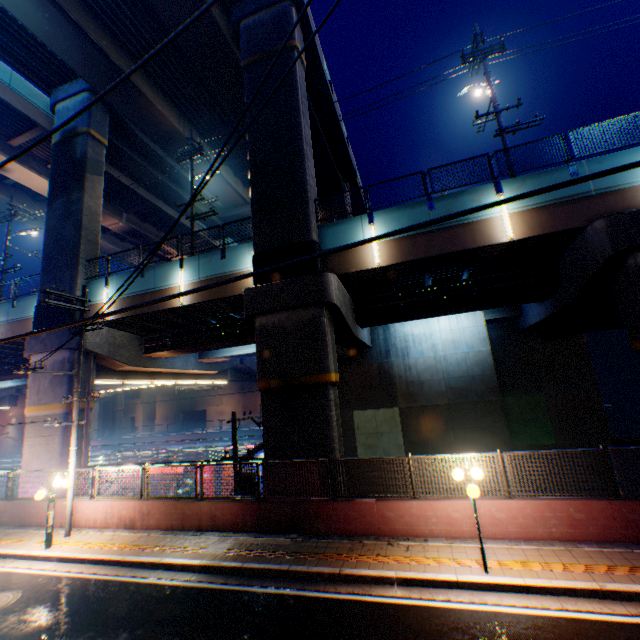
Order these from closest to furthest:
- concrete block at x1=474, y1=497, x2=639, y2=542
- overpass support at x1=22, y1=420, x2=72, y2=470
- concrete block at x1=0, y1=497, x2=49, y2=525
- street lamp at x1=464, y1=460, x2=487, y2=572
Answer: street lamp at x1=464, y1=460, x2=487, y2=572
concrete block at x1=474, y1=497, x2=639, y2=542
concrete block at x1=0, y1=497, x2=49, y2=525
overpass support at x1=22, y1=420, x2=72, y2=470

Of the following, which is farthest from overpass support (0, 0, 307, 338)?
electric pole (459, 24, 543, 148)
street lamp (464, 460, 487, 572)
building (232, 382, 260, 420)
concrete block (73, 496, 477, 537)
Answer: building (232, 382, 260, 420)

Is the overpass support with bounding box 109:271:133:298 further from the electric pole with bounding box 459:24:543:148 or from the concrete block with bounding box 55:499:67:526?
the concrete block with bounding box 55:499:67:526

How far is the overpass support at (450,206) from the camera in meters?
12.8

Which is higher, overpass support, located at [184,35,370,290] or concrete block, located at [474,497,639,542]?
overpass support, located at [184,35,370,290]

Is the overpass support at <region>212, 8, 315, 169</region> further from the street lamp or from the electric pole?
the street lamp

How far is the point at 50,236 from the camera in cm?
1923

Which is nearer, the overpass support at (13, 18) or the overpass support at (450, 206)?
the overpass support at (450, 206)
